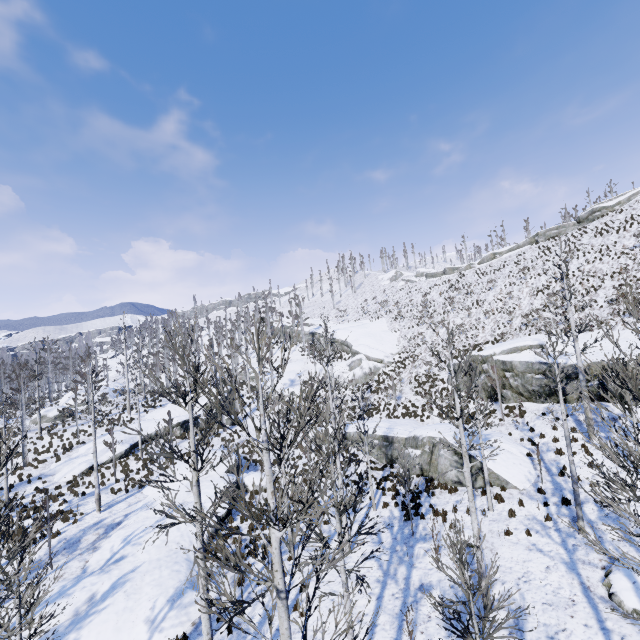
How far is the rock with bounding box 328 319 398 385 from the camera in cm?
4034

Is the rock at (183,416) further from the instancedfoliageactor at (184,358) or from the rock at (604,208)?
the rock at (604,208)

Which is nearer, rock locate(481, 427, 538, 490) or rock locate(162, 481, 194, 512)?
rock locate(481, 427, 538, 490)

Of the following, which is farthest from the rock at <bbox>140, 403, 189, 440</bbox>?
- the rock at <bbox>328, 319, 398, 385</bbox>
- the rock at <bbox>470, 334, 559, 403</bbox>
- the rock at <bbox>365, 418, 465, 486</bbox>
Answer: the rock at <bbox>470, 334, 559, 403</bbox>

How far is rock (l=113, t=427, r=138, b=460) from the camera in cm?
2678

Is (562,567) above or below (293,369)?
below

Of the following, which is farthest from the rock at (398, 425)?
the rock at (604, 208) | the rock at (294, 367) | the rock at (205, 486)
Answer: the rock at (604, 208)

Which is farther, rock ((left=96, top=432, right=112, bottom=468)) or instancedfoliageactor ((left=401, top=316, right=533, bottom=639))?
rock ((left=96, top=432, right=112, bottom=468))
